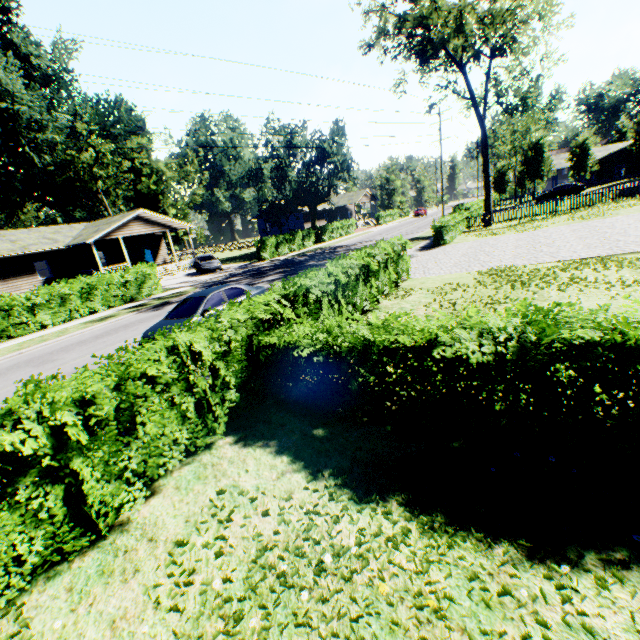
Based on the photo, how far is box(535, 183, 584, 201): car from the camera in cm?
3816

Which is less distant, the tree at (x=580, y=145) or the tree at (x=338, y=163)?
the tree at (x=338, y=163)

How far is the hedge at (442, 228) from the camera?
22.7 meters

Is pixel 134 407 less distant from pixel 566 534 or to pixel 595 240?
pixel 566 534

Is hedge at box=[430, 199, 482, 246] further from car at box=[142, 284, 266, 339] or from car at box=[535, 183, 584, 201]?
car at box=[535, 183, 584, 201]

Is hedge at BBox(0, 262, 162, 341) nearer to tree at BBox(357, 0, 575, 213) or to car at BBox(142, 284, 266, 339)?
car at BBox(142, 284, 266, 339)

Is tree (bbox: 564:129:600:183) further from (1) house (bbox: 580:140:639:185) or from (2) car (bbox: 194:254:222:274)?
(2) car (bbox: 194:254:222:274)

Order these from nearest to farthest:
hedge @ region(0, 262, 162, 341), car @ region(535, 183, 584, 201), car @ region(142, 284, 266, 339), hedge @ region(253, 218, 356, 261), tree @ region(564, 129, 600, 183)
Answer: car @ region(142, 284, 266, 339) < hedge @ region(0, 262, 162, 341) < hedge @ region(253, 218, 356, 261) < car @ region(535, 183, 584, 201) < tree @ region(564, 129, 600, 183)
